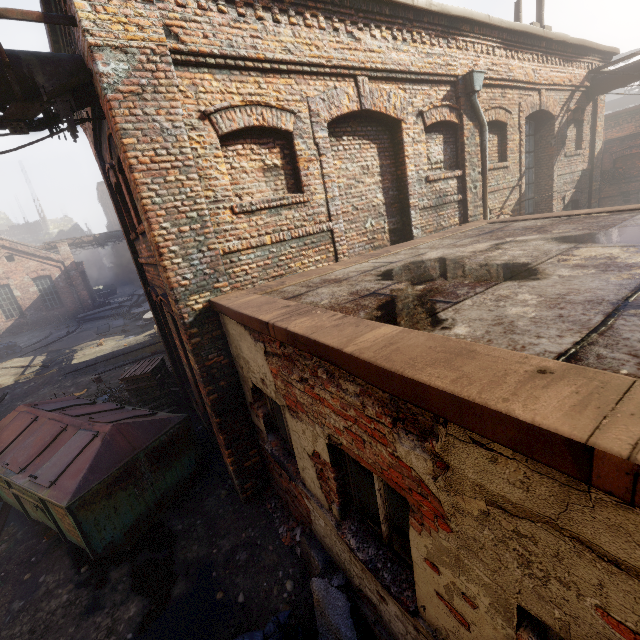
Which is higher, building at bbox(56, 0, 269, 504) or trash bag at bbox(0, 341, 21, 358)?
building at bbox(56, 0, 269, 504)

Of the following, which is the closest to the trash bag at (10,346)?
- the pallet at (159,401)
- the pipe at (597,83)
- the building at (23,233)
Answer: the pipe at (597,83)

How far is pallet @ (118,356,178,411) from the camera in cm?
897

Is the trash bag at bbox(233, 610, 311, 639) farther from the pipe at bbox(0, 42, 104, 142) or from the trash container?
the pipe at bbox(0, 42, 104, 142)

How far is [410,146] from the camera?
6.8 meters

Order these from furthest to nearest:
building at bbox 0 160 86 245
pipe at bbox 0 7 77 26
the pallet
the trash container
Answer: building at bbox 0 160 86 245 → the pallet → the trash container → pipe at bbox 0 7 77 26

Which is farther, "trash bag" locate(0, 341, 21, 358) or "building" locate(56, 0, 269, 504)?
"trash bag" locate(0, 341, 21, 358)

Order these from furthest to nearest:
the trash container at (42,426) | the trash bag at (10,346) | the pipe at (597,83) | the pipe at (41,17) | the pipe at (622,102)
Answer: the pipe at (622,102) → the trash bag at (10,346) → the pipe at (597,83) → the trash container at (42,426) → the pipe at (41,17)
